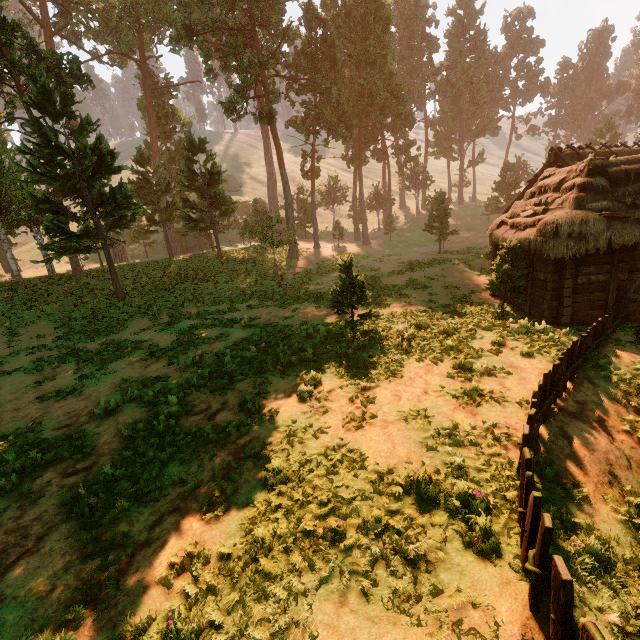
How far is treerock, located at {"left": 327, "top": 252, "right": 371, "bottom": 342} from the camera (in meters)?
12.19

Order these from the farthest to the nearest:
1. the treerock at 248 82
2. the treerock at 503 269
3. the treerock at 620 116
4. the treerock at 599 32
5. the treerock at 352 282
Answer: the treerock at 599 32
the treerock at 620 116
the treerock at 248 82
the treerock at 503 269
the treerock at 352 282

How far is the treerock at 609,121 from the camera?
42.9m

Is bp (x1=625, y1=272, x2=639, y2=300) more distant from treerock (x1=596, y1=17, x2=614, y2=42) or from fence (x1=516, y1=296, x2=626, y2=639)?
treerock (x1=596, y1=17, x2=614, y2=42)

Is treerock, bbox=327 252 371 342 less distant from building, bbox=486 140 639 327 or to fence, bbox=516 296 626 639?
building, bbox=486 140 639 327

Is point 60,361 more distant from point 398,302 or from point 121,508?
point 398,302

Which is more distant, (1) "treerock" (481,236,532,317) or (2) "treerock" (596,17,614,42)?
(2) "treerock" (596,17,614,42)
